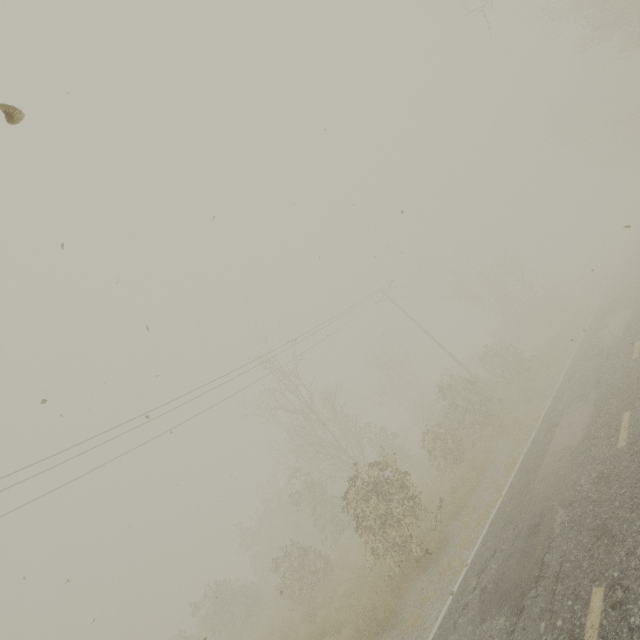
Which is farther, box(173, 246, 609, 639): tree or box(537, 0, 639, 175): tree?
box(537, 0, 639, 175): tree

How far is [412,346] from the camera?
59.6m

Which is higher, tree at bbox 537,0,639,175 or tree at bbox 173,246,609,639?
tree at bbox 537,0,639,175

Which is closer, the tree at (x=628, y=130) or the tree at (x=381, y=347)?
the tree at (x=381, y=347)

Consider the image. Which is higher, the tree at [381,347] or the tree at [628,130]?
the tree at [628,130]
